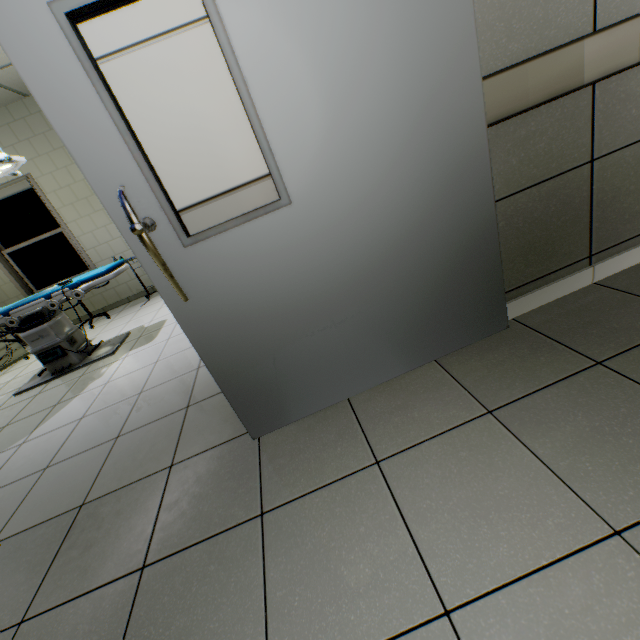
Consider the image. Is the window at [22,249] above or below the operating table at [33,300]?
above

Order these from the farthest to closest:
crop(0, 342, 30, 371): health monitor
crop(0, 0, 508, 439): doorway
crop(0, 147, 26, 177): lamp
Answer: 1. crop(0, 342, 30, 371): health monitor
2. crop(0, 147, 26, 177): lamp
3. crop(0, 0, 508, 439): doorway

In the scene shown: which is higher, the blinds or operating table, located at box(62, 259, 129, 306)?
the blinds

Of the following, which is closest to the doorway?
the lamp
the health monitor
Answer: the lamp

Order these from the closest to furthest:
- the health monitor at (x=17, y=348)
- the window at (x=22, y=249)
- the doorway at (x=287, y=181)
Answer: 1. the doorway at (x=287, y=181)
2. the health monitor at (x=17, y=348)
3. the window at (x=22, y=249)

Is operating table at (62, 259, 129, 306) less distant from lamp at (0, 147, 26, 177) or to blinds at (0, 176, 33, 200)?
lamp at (0, 147, 26, 177)

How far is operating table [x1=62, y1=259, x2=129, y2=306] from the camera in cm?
324

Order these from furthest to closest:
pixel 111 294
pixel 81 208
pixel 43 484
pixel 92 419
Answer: pixel 111 294
pixel 81 208
pixel 92 419
pixel 43 484
